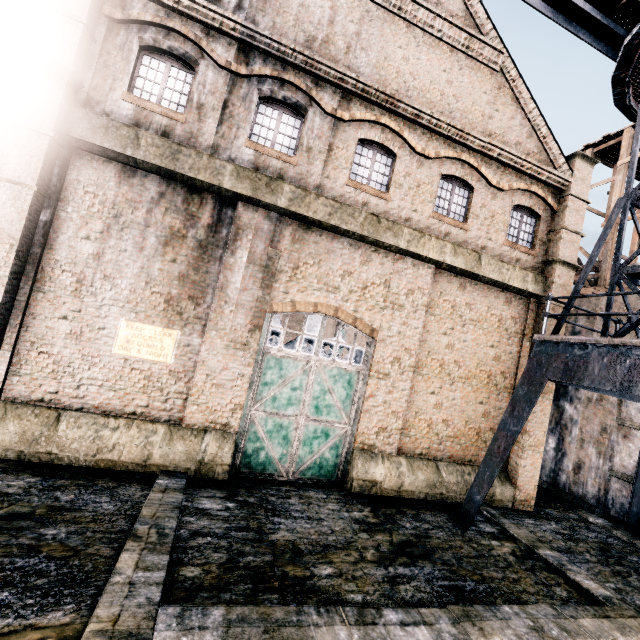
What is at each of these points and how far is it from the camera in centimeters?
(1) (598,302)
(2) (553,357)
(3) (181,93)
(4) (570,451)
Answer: (1) building, 1847cm
(2) crane, 1003cm
(3) building, 1057cm
(4) building, 1802cm

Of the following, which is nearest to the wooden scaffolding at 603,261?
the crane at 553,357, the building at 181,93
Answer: the building at 181,93

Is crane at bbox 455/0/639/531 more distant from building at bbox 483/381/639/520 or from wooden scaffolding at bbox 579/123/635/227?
wooden scaffolding at bbox 579/123/635/227

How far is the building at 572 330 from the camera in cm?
1414

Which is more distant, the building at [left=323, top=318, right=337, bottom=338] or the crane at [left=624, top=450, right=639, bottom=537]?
the building at [left=323, top=318, right=337, bottom=338]

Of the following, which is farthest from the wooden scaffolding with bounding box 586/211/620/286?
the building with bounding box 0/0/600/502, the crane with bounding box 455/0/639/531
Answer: the crane with bounding box 455/0/639/531
